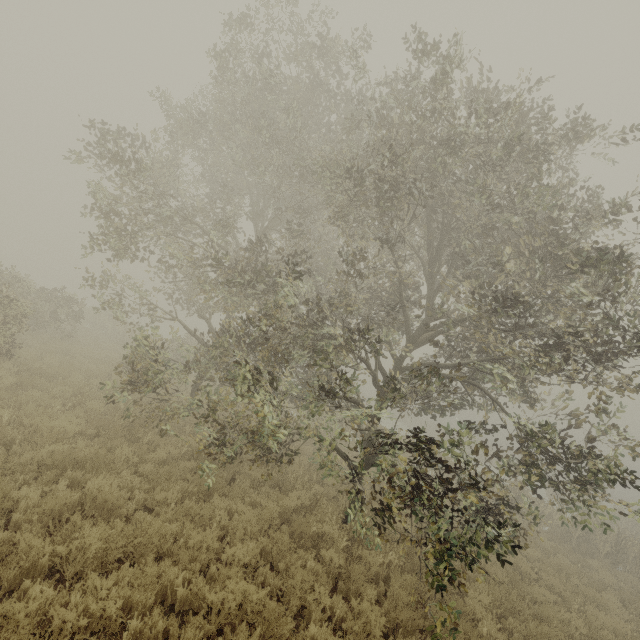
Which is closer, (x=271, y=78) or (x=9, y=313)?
(x=271, y=78)
